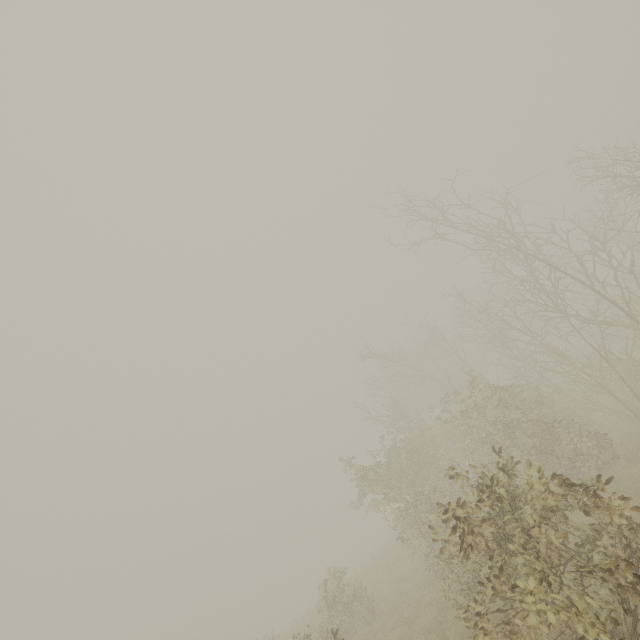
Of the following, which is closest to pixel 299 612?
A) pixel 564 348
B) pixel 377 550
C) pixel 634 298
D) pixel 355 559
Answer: pixel 355 559

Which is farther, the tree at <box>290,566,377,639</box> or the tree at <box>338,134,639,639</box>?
the tree at <box>290,566,377,639</box>

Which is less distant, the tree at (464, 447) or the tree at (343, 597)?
the tree at (464, 447)
